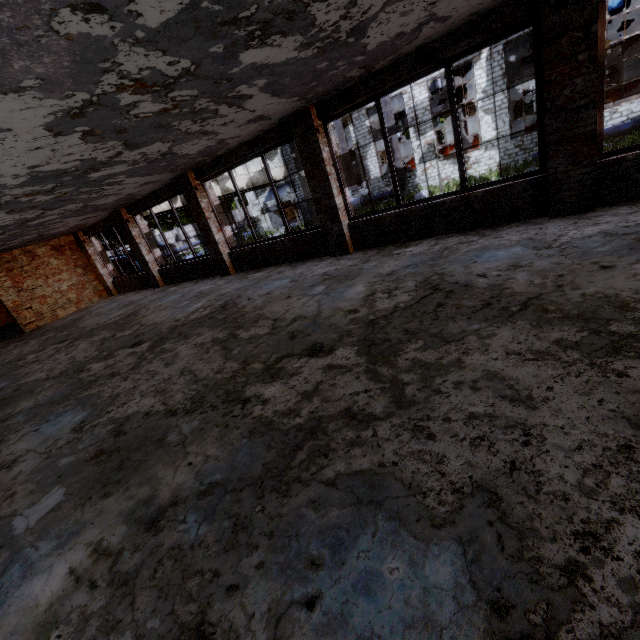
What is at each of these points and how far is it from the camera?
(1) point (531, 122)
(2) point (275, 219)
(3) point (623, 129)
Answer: (1) cable machine, 21.9m
(2) door, 32.8m
(3) pipe, 16.9m

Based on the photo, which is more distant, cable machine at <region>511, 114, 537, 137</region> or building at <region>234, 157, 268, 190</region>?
building at <region>234, 157, 268, 190</region>

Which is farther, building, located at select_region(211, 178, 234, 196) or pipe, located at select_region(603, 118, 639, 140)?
building, located at select_region(211, 178, 234, 196)

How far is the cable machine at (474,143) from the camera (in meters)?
23.83

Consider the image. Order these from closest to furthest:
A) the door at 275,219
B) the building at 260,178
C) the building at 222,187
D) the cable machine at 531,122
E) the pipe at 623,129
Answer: the pipe at 623,129 → the cable machine at 531,122 → the building at 222,187 → the building at 260,178 → the door at 275,219

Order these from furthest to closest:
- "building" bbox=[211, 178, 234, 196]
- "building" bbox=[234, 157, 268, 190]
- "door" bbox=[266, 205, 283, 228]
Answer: "door" bbox=[266, 205, 283, 228]
"building" bbox=[234, 157, 268, 190]
"building" bbox=[211, 178, 234, 196]

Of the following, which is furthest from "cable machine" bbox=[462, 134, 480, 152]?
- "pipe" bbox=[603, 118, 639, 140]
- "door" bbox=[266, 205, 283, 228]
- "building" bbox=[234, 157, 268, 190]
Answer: "door" bbox=[266, 205, 283, 228]

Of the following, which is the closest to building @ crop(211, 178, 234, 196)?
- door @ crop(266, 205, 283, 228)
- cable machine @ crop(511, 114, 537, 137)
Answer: door @ crop(266, 205, 283, 228)
